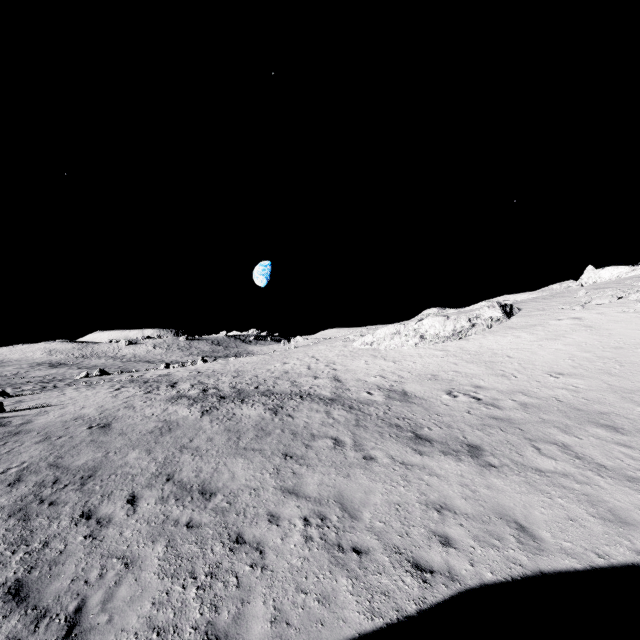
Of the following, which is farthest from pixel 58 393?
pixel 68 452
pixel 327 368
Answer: pixel 327 368
